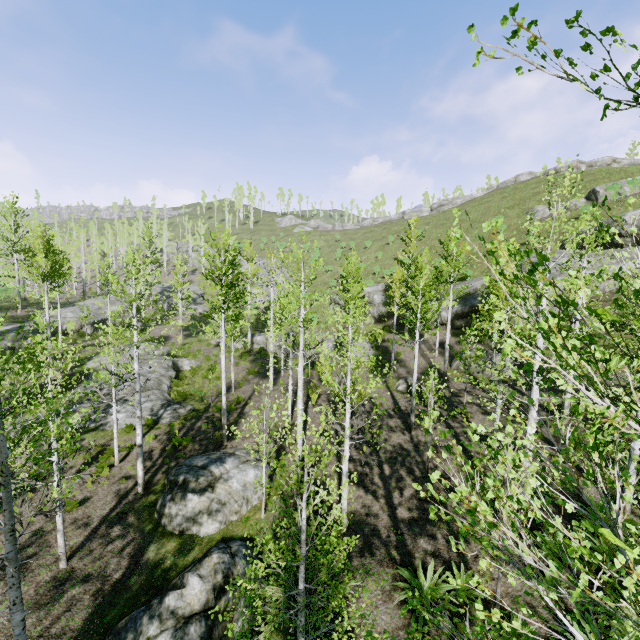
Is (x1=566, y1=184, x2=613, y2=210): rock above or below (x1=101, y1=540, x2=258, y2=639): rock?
above

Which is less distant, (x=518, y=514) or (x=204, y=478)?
(x=518, y=514)

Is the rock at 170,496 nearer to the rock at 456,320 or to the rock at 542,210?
the rock at 456,320

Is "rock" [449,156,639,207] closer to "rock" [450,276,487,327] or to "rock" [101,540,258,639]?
"rock" [450,276,487,327]

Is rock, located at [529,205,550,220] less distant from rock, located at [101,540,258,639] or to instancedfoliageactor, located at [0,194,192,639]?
instancedfoliageactor, located at [0,194,192,639]

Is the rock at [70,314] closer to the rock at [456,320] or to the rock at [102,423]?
the rock at [102,423]

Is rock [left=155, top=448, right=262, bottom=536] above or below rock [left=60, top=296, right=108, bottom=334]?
below

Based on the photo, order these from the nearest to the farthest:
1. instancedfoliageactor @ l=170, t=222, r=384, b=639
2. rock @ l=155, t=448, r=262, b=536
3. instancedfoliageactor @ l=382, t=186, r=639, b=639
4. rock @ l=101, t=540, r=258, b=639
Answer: instancedfoliageactor @ l=382, t=186, r=639, b=639 < instancedfoliageactor @ l=170, t=222, r=384, b=639 < rock @ l=101, t=540, r=258, b=639 < rock @ l=155, t=448, r=262, b=536
